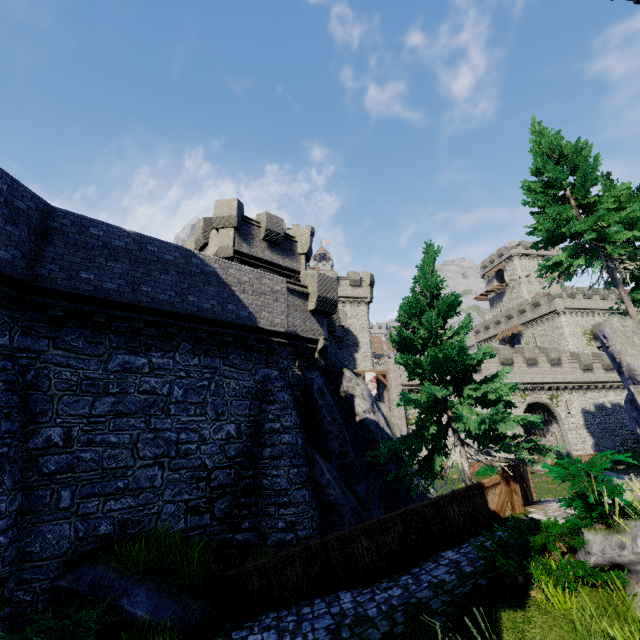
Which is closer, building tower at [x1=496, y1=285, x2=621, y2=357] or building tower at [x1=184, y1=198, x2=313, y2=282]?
building tower at [x1=184, y1=198, x2=313, y2=282]

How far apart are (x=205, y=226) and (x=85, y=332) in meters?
12.2 m

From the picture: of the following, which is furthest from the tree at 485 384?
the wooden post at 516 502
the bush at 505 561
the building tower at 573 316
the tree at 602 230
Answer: the building tower at 573 316

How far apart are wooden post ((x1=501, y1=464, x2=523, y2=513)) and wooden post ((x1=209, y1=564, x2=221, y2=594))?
8.6 meters

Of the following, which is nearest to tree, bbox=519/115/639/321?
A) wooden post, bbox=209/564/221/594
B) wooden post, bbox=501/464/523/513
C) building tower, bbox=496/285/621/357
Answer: wooden post, bbox=501/464/523/513

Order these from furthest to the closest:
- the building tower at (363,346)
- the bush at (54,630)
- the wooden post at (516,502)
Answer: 1. the building tower at (363,346)
2. the wooden post at (516,502)
3. the bush at (54,630)

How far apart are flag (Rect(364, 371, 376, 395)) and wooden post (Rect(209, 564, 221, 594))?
24.1m

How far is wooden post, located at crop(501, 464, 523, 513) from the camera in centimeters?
973cm
